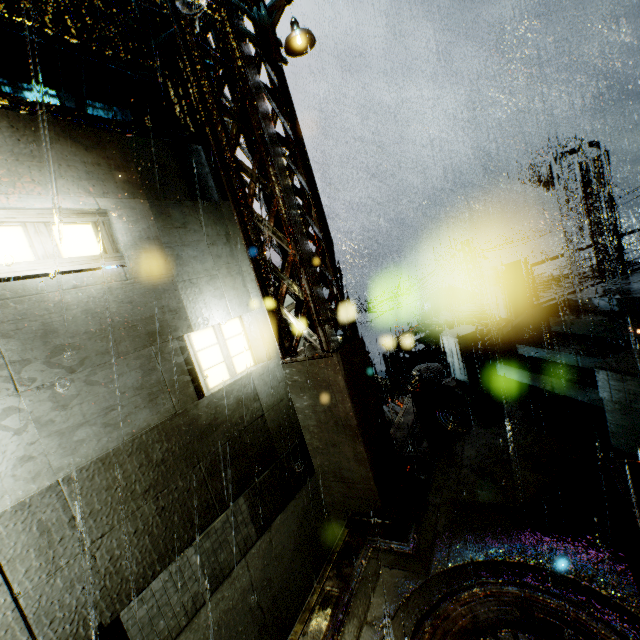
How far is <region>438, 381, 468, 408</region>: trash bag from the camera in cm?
774

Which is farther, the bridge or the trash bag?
the trash bag

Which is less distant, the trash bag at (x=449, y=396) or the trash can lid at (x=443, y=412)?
the trash can lid at (x=443, y=412)

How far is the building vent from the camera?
22.9 meters

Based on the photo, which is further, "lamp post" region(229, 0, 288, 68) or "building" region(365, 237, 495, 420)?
"building" region(365, 237, 495, 420)

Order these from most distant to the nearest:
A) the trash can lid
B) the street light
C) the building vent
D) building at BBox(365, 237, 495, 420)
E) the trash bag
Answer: the building vent → the street light → building at BBox(365, 237, 495, 420) → the trash bag → the trash can lid

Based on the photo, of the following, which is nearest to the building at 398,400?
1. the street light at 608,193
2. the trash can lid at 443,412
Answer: the street light at 608,193

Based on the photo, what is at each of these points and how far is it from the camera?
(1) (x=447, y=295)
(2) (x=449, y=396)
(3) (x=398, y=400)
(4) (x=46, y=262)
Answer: (1) building vent, 23.28m
(2) trash bag, 7.78m
(3) building, 9.77m
(4) building, 3.92m
